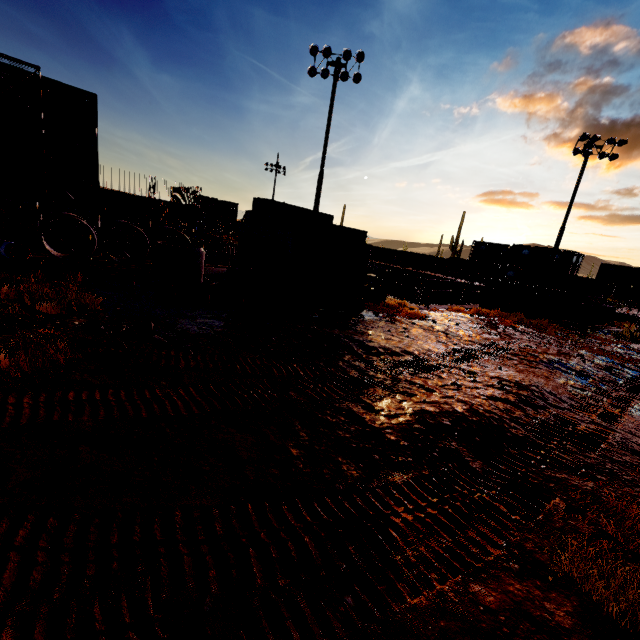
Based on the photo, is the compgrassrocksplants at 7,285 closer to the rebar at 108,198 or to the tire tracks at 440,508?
the tire tracks at 440,508

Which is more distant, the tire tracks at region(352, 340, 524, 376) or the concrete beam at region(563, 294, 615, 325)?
the concrete beam at region(563, 294, 615, 325)

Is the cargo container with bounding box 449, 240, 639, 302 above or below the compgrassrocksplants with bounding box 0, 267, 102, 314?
above

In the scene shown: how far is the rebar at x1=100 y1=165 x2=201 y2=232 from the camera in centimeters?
3272cm

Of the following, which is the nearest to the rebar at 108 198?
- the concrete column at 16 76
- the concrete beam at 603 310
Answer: the concrete column at 16 76

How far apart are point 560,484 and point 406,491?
2.02m

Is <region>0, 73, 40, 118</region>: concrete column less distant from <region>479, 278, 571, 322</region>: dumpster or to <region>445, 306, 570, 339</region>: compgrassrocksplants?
<region>479, 278, 571, 322</region>: dumpster

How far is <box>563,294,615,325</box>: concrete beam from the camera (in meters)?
17.78
